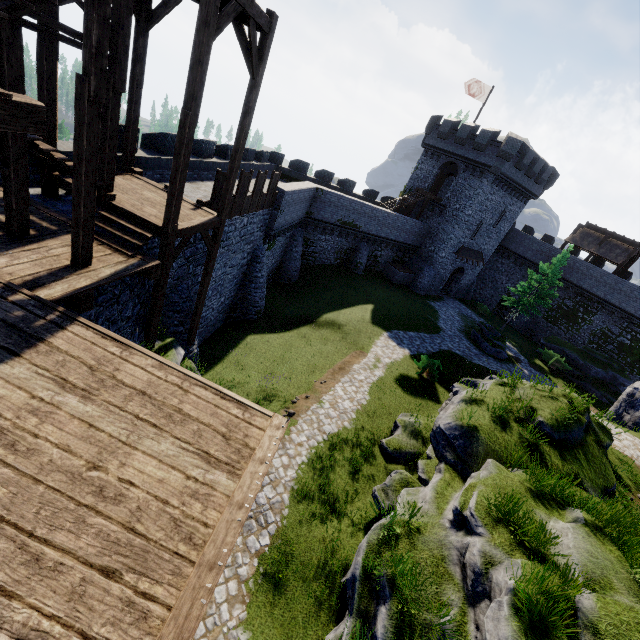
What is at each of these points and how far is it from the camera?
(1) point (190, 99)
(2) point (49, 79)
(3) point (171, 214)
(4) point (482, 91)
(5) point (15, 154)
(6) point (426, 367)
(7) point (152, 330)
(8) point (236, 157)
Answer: (1) stairs, 7.43m
(2) wooden post, 8.03m
(3) wooden post, 8.66m
(4) flag, 32.31m
(5) wooden post, 6.43m
(6) bush, 20.53m
(7) wooden post, 10.50m
(8) wooden post, 10.56m

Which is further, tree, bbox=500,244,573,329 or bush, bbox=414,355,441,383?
tree, bbox=500,244,573,329

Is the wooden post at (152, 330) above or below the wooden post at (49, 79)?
below

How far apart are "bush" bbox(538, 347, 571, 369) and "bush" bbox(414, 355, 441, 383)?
18.06m

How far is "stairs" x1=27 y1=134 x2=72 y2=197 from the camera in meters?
6.9

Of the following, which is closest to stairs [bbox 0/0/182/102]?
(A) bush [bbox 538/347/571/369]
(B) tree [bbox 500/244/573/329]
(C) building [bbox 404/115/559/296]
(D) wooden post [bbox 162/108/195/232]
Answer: (D) wooden post [bbox 162/108/195/232]

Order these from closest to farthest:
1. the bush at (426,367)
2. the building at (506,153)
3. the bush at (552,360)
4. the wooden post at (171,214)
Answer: the wooden post at (171,214) < the bush at (426,367) < the building at (506,153) < the bush at (552,360)

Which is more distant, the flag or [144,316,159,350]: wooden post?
the flag
